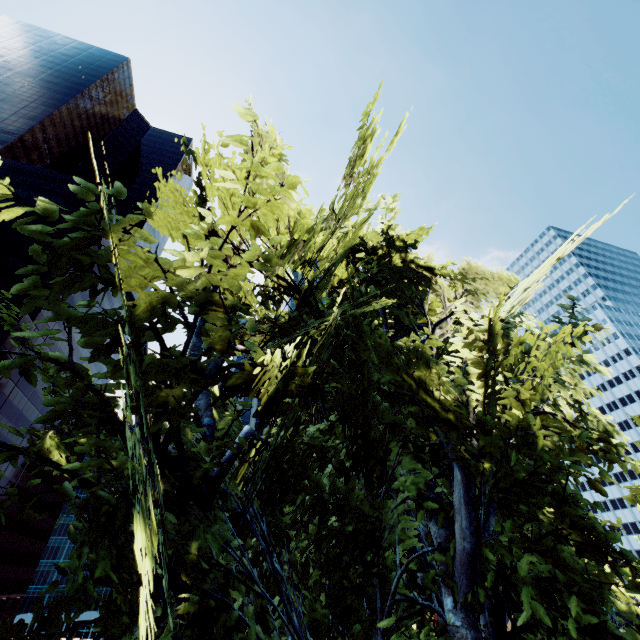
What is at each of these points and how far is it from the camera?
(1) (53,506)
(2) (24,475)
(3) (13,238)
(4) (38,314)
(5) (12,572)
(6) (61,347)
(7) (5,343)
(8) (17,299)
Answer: (1) tree, 3.8 meters
(2) building, 53.8 meters
(3) building, 50.7 meters
(4) building, 49.6 meters
(5) building, 55.5 meters
(6) building, 57.9 meters
(7) building, 43.6 meters
(8) building, 47.7 meters

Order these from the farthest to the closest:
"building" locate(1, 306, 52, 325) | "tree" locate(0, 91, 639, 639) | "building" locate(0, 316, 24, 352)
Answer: "building" locate(1, 306, 52, 325), "building" locate(0, 316, 24, 352), "tree" locate(0, 91, 639, 639)

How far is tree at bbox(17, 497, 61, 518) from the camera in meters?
3.6 m

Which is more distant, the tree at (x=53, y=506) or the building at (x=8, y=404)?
the building at (x=8, y=404)

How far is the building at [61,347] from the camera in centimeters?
4947cm

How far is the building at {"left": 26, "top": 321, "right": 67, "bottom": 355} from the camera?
49.47m

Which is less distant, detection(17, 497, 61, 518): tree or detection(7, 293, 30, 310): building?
detection(17, 497, 61, 518): tree
